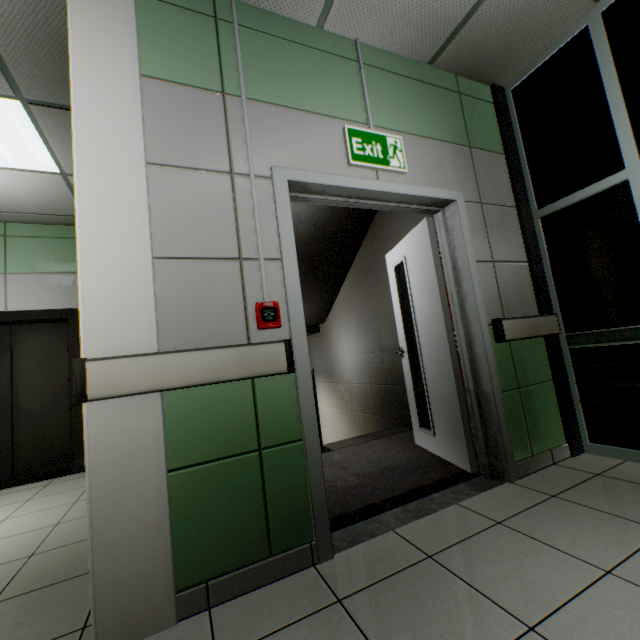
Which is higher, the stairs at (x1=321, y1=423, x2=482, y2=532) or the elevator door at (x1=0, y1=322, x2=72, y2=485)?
the elevator door at (x1=0, y1=322, x2=72, y2=485)

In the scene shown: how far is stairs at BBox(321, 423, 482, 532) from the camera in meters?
2.2

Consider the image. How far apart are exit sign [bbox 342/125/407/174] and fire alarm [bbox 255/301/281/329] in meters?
1.1 m

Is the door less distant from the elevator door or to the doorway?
the doorway

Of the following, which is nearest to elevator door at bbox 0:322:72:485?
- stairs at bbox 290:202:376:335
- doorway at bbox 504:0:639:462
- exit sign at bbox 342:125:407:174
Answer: stairs at bbox 290:202:376:335

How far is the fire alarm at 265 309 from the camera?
1.69m

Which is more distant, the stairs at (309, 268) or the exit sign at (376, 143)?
the stairs at (309, 268)

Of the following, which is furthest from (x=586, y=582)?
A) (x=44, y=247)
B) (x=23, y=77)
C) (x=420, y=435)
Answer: (x=44, y=247)
